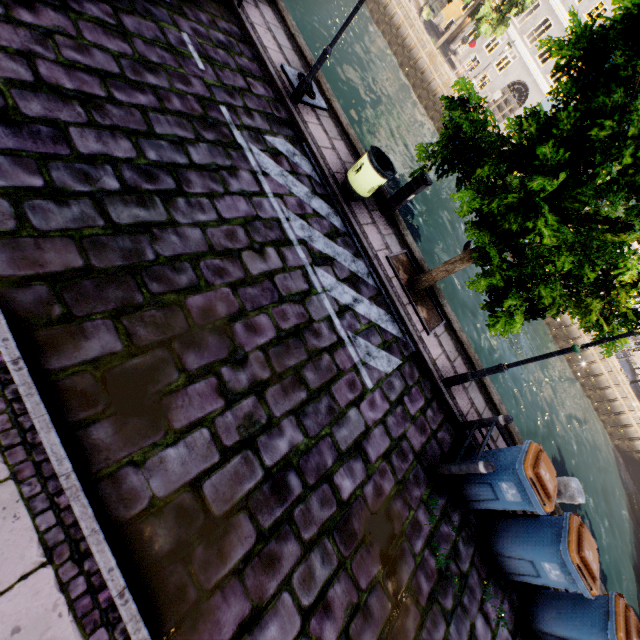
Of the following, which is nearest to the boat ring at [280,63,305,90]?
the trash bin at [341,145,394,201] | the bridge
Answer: the trash bin at [341,145,394,201]

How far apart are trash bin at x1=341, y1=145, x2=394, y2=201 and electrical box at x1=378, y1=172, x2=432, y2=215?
0.6m

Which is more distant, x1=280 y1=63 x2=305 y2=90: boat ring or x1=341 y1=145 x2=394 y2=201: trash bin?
x1=280 y1=63 x2=305 y2=90: boat ring

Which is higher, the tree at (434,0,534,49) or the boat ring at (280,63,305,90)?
the tree at (434,0,534,49)

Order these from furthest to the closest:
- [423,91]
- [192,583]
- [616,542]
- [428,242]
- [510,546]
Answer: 1. [423,91]
2. [616,542]
3. [428,242]
4. [510,546]
5. [192,583]

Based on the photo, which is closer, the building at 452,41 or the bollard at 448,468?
the bollard at 448,468

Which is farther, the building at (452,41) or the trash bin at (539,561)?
the building at (452,41)

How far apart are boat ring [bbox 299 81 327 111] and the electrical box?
2.82m
